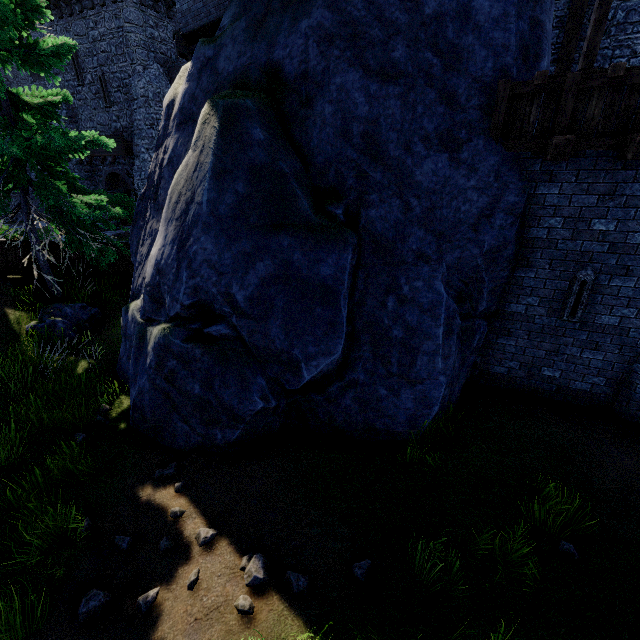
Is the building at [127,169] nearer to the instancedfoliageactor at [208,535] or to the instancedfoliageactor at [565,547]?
the instancedfoliageactor at [208,535]

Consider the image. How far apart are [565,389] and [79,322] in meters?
12.9

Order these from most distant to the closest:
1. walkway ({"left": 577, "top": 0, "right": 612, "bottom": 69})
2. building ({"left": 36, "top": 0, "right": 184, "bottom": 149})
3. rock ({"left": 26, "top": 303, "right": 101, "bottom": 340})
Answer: building ({"left": 36, "top": 0, "right": 184, "bottom": 149}) < rock ({"left": 26, "top": 303, "right": 101, "bottom": 340}) < walkway ({"left": 577, "top": 0, "right": 612, "bottom": 69})

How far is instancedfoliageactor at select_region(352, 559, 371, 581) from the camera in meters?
3.9 m

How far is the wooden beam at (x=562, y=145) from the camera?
4.81m

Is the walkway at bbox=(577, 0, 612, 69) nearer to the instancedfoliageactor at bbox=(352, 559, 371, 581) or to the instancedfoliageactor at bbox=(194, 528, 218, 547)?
the instancedfoliageactor at bbox=(352, 559, 371, 581)

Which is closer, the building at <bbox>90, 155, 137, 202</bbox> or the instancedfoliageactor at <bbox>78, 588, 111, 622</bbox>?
the instancedfoliageactor at <bbox>78, 588, 111, 622</bbox>
